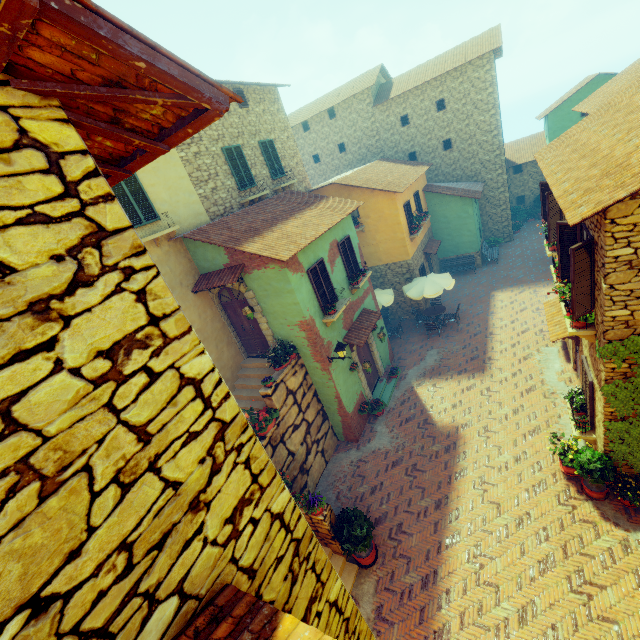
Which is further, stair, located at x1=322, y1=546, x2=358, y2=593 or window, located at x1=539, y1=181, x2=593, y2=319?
stair, located at x1=322, y1=546, x2=358, y2=593

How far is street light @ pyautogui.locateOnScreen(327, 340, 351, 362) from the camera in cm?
1030

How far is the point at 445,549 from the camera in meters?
8.2 m

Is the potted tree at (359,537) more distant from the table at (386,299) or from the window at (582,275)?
the table at (386,299)

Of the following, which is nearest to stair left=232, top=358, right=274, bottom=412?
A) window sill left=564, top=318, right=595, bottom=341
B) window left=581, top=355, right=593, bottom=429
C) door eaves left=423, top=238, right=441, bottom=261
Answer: window sill left=564, top=318, right=595, bottom=341

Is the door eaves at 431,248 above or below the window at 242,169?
below

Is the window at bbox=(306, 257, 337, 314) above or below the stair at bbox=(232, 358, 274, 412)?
above

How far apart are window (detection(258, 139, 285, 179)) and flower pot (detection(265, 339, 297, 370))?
8.4m
